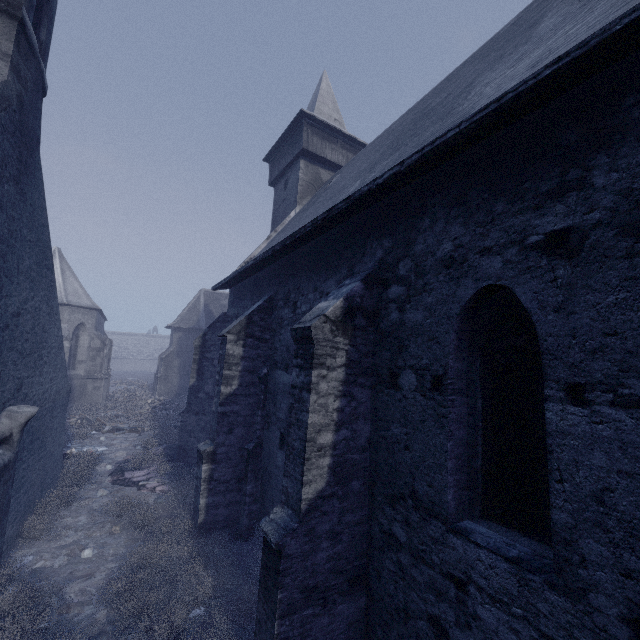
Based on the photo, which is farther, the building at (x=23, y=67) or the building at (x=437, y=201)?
the building at (x=23, y=67)

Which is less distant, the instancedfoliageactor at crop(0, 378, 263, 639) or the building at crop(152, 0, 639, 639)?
the building at crop(152, 0, 639, 639)

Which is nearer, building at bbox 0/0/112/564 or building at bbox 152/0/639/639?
building at bbox 152/0/639/639

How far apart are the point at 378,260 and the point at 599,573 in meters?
4.2

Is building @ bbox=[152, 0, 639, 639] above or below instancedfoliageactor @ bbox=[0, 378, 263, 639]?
above

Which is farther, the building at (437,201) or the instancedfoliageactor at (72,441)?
the instancedfoliageactor at (72,441)
